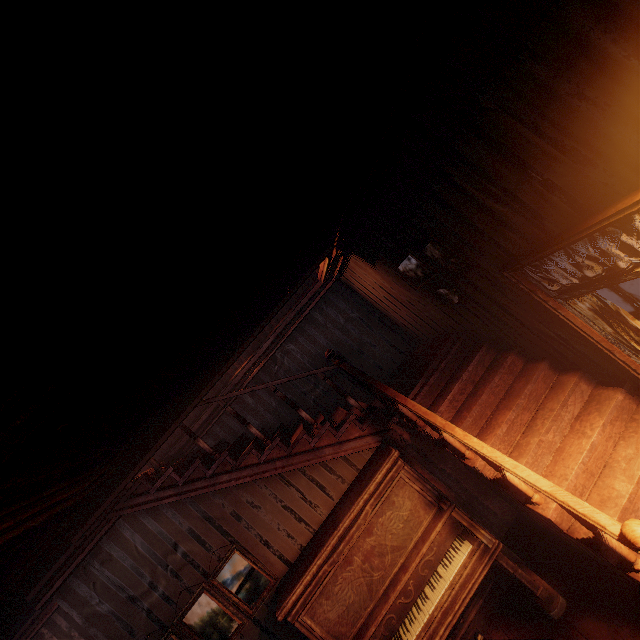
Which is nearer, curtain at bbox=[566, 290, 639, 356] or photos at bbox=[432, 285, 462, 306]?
curtain at bbox=[566, 290, 639, 356]

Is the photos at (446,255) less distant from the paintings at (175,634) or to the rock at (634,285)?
the rock at (634,285)

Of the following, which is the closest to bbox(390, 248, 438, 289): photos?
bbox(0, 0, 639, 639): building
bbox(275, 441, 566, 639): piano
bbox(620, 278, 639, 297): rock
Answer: bbox(0, 0, 639, 639): building

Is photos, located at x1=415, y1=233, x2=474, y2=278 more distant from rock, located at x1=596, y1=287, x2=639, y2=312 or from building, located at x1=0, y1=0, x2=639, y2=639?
rock, located at x1=596, y1=287, x2=639, y2=312

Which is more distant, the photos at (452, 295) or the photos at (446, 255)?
the photos at (452, 295)

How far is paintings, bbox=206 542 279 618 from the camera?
3.65m

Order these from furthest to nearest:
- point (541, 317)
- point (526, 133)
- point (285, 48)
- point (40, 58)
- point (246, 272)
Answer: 1. point (541, 317)
2. point (246, 272)
3. point (526, 133)
4. point (285, 48)
5. point (40, 58)

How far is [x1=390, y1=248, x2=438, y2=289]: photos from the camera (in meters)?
3.38
